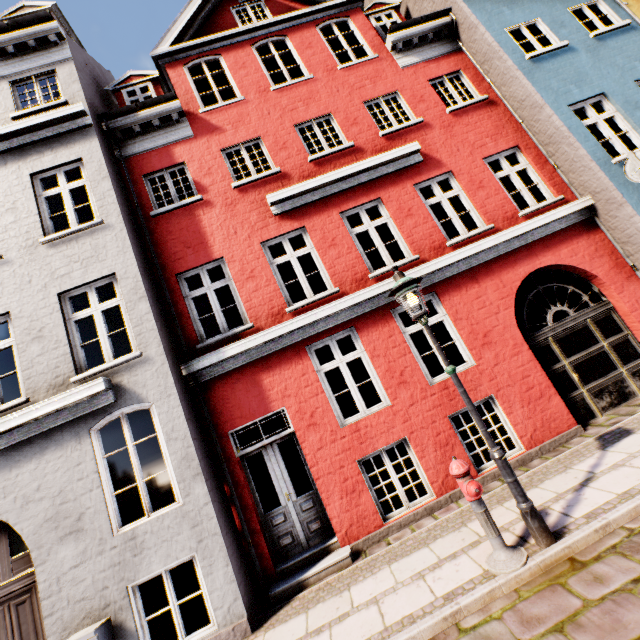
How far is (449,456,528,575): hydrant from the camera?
3.7 meters

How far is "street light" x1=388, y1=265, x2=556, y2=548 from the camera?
3.8 meters

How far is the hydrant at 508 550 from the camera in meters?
3.7

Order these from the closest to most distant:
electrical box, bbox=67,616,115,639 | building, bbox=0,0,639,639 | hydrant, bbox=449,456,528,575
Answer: hydrant, bbox=449,456,528,575 < electrical box, bbox=67,616,115,639 < building, bbox=0,0,639,639

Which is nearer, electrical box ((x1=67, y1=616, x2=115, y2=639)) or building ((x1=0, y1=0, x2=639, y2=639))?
electrical box ((x1=67, y1=616, x2=115, y2=639))

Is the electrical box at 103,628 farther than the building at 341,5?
No

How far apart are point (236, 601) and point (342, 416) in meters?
3.3 m

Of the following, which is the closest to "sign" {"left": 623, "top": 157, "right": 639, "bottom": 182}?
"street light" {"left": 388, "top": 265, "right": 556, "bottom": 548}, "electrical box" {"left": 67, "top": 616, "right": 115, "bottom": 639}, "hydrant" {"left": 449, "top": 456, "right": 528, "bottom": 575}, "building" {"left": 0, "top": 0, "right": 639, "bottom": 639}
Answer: "building" {"left": 0, "top": 0, "right": 639, "bottom": 639}
